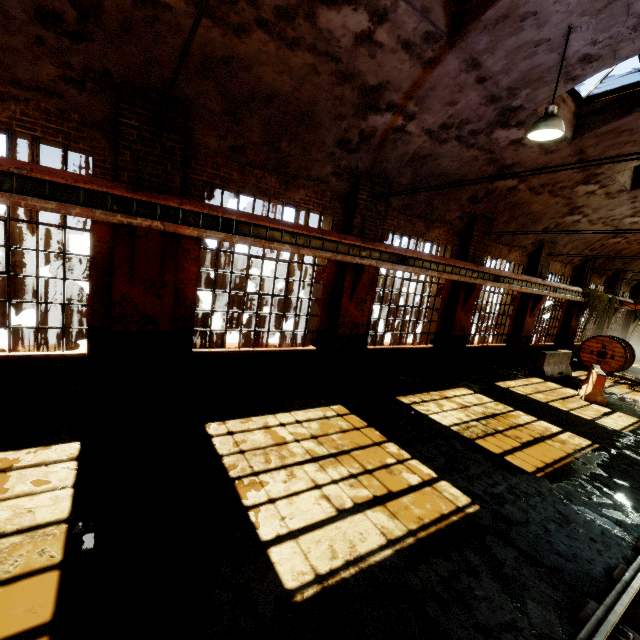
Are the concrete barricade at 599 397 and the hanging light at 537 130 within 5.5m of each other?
no

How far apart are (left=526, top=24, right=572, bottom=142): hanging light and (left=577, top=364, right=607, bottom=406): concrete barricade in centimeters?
884cm

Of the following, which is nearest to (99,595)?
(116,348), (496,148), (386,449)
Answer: (116,348)

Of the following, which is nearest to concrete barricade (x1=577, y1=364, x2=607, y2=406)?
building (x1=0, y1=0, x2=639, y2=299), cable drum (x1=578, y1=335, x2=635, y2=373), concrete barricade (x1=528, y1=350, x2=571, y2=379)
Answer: concrete barricade (x1=528, y1=350, x2=571, y2=379)

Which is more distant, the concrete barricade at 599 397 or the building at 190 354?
the concrete barricade at 599 397

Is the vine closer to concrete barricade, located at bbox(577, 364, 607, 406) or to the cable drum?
the cable drum

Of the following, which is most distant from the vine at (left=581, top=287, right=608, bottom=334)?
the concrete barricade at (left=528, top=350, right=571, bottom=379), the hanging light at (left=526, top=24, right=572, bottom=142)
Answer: the hanging light at (left=526, top=24, right=572, bottom=142)

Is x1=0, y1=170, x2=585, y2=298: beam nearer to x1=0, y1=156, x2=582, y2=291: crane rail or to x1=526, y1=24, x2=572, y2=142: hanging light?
x1=0, y1=156, x2=582, y2=291: crane rail
